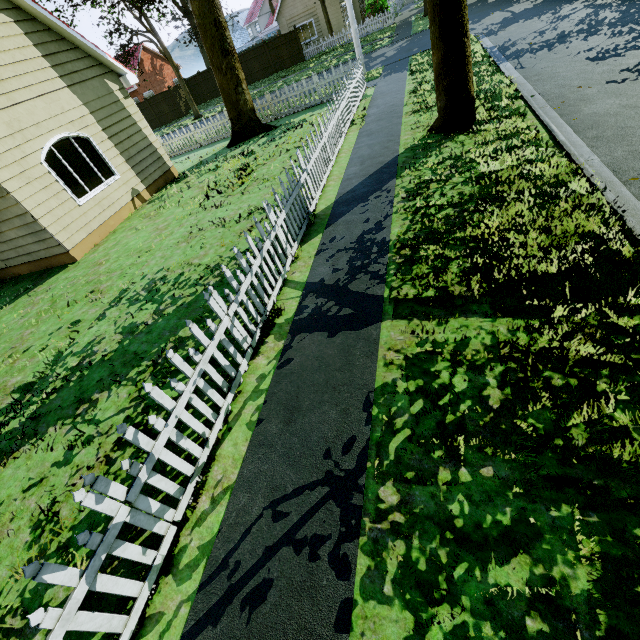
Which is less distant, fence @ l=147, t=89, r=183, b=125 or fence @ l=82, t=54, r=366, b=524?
fence @ l=82, t=54, r=366, b=524

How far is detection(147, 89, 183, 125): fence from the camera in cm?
3044

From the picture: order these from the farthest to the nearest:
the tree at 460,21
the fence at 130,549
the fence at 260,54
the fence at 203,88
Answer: the fence at 203,88, the fence at 260,54, the tree at 460,21, the fence at 130,549

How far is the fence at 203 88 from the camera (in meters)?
31.25

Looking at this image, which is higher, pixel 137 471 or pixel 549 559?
pixel 137 471

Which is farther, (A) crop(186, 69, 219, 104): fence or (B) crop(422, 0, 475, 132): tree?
(A) crop(186, 69, 219, 104): fence
